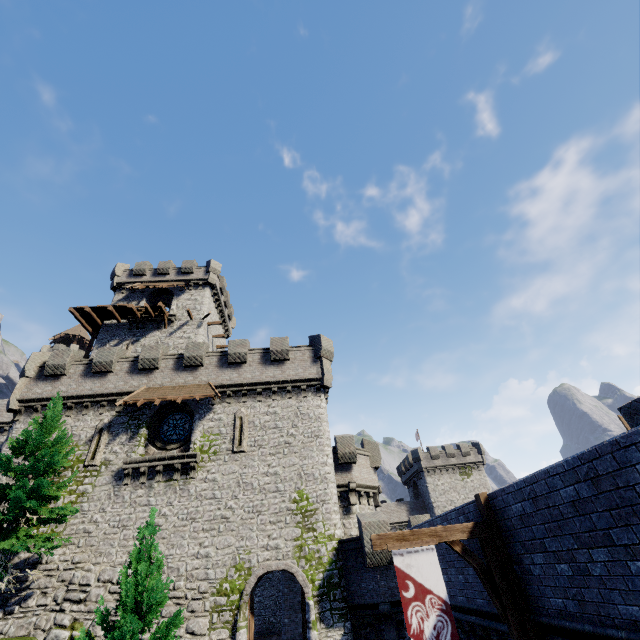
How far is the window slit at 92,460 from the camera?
18.61m

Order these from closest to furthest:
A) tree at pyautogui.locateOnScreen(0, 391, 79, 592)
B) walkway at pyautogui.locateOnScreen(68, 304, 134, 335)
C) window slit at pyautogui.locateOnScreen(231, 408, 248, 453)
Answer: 1. tree at pyautogui.locateOnScreen(0, 391, 79, 592)
2. window slit at pyautogui.locateOnScreen(231, 408, 248, 453)
3. walkway at pyautogui.locateOnScreen(68, 304, 134, 335)

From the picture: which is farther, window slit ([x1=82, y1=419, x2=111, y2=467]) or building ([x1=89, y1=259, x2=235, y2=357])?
building ([x1=89, y1=259, x2=235, y2=357])

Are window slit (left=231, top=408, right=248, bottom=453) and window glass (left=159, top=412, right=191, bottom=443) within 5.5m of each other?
yes

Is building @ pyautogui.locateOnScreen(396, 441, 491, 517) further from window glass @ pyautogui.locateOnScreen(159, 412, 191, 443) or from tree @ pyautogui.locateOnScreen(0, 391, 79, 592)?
tree @ pyautogui.locateOnScreen(0, 391, 79, 592)

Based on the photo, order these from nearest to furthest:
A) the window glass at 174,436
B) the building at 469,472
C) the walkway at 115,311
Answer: the window glass at 174,436 < the walkway at 115,311 < the building at 469,472

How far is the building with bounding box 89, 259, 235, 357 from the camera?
30.7m

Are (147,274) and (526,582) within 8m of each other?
no
